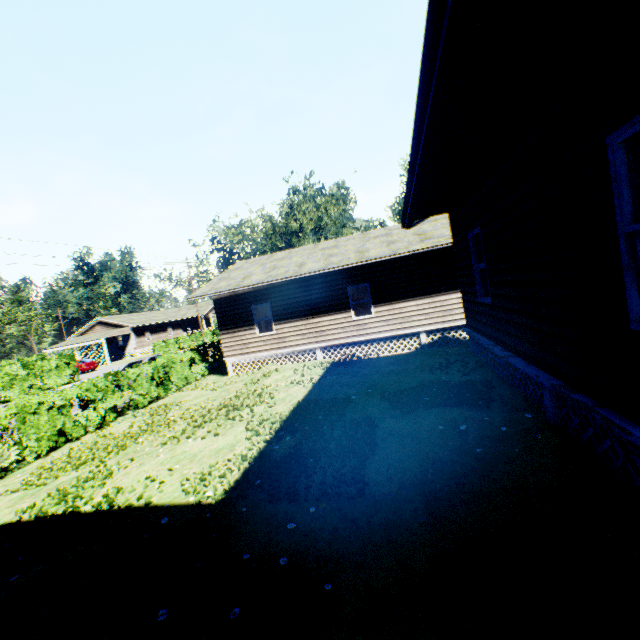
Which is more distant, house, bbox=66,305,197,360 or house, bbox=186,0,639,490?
house, bbox=66,305,197,360

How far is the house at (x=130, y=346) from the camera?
46.5m

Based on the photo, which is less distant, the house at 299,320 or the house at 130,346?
the house at 299,320

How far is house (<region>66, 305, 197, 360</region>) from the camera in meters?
46.5

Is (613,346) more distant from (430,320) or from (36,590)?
(430,320)
